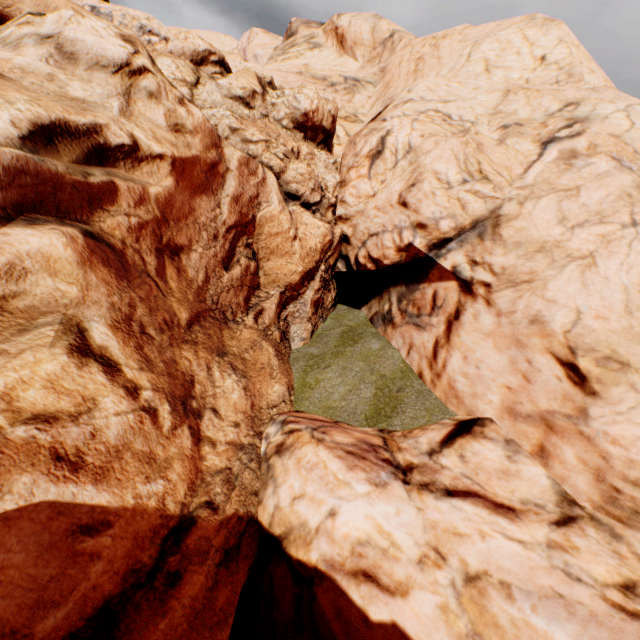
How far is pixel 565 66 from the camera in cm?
1431
